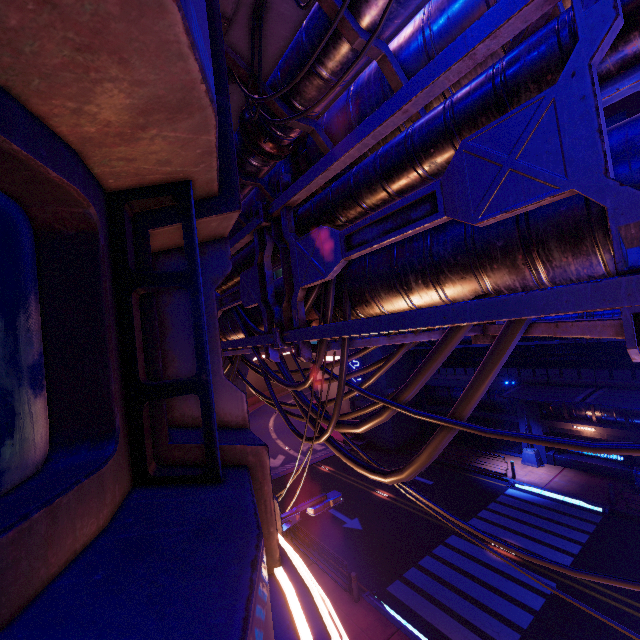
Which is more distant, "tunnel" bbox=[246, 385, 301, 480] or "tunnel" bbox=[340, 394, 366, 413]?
"tunnel" bbox=[340, 394, 366, 413]

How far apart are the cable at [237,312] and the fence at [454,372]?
21.0 meters

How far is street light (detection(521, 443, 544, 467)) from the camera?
22.1m

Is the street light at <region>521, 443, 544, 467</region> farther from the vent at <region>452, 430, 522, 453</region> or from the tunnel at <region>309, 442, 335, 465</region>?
the tunnel at <region>309, 442, 335, 465</region>

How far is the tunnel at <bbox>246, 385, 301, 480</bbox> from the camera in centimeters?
2811cm

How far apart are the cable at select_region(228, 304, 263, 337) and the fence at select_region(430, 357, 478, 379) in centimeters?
2095cm

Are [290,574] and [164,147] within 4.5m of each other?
yes

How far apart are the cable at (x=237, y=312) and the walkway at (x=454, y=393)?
21.1 meters
